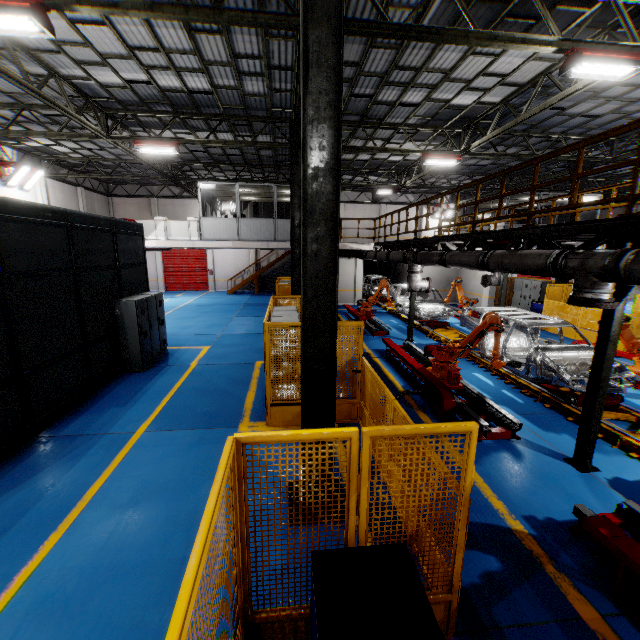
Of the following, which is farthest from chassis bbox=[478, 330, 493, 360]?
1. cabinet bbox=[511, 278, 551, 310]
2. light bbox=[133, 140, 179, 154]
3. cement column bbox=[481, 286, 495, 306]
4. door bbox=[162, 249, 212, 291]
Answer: door bbox=[162, 249, 212, 291]

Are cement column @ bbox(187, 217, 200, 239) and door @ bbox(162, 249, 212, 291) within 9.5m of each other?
no

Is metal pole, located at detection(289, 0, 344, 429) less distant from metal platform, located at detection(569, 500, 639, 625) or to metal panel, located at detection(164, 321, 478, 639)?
metal panel, located at detection(164, 321, 478, 639)

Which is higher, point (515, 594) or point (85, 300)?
point (85, 300)

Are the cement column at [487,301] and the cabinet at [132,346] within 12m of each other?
no

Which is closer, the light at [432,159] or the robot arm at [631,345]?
the robot arm at [631,345]

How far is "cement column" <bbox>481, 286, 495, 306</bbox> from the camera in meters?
19.4 m

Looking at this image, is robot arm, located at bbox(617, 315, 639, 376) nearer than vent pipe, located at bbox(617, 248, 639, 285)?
No
